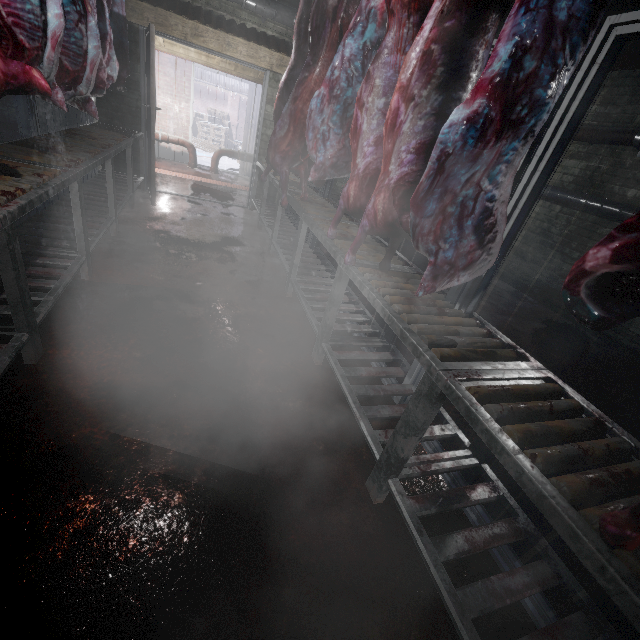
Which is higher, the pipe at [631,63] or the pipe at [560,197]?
the pipe at [631,63]

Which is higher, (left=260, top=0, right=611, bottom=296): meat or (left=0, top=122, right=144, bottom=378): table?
(left=260, top=0, right=611, bottom=296): meat

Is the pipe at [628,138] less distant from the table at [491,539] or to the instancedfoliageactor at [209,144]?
the table at [491,539]

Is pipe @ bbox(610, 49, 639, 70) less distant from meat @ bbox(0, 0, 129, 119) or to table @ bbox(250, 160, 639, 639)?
table @ bbox(250, 160, 639, 639)

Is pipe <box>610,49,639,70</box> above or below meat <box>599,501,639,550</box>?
above

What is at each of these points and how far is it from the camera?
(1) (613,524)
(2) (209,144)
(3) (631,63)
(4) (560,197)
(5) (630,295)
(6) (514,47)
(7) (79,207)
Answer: (1) meat, 0.7 meters
(2) instancedfoliageactor, 12.0 meters
(3) pipe, 3.9 meters
(4) pipe, 4.7 meters
(5) meat, 0.8 meters
(6) meat, 0.9 meters
(7) table, 2.2 meters

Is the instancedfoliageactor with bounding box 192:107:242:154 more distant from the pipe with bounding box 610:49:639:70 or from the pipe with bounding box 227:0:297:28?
the pipe with bounding box 610:49:639:70

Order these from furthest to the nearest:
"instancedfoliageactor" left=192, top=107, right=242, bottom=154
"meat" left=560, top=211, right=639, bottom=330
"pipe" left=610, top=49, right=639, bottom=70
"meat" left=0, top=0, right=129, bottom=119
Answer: "instancedfoliageactor" left=192, top=107, right=242, bottom=154
"pipe" left=610, top=49, right=639, bottom=70
"meat" left=0, top=0, right=129, bottom=119
"meat" left=560, top=211, right=639, bottom=330
